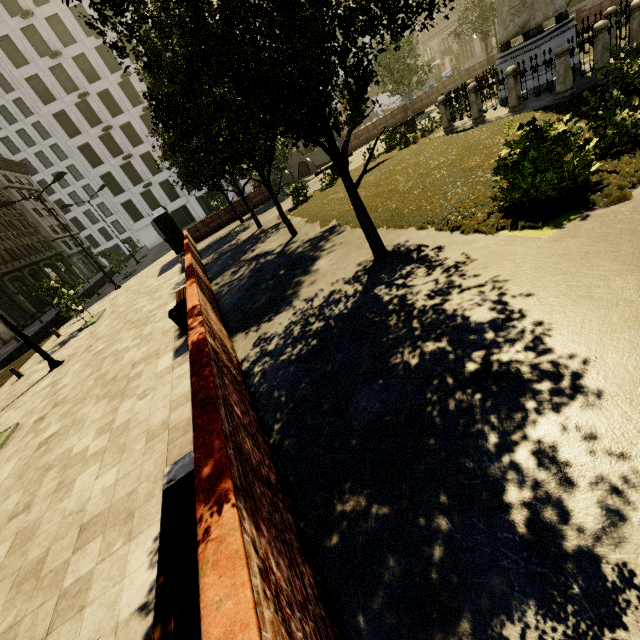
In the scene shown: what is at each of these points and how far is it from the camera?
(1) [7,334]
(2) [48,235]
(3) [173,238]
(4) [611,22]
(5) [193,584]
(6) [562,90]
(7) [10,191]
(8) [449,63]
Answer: (1) building, 30.42m
(2) building, 52.91m
(3) atm, 21.25m
(4) fence, 11.98m
(5) bench, 2.23m
(6) fence, 10.09m
(7) building, 49.53m
(8) atm, 51.31m

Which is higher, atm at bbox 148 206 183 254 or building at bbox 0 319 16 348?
atm at bbox 148 206 183 254

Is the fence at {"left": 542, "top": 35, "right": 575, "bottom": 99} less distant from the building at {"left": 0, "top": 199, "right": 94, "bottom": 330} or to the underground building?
the underground building

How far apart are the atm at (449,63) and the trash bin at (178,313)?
64.6m

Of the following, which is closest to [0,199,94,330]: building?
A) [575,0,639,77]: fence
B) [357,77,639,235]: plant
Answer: [357,77,639,235]: plant

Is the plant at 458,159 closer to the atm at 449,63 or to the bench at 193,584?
the bench at 193,584

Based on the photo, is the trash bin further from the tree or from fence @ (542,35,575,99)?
fence @ (542,35,575,99)

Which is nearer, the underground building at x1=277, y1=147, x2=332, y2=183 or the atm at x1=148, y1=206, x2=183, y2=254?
the atm at x1=148, y1=206, x2=183, y2=254
